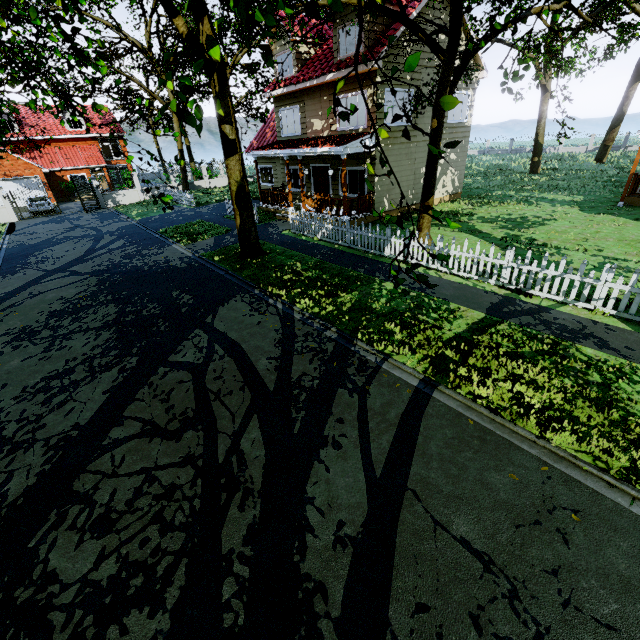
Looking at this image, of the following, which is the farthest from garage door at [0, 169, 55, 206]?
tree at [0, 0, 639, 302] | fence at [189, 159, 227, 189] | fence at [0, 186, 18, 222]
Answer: fence at [189, 159, 227, 189]

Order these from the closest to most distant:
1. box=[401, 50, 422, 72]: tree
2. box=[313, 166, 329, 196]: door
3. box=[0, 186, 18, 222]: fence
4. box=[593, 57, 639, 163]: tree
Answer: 1. box=[401, 50, 422, 72]: tree
2. box=[313, 166, 329, 196]: door
3. box=[0, 186, 18, 222]: fence
4. box=[593, 57, 639, 163]: tree

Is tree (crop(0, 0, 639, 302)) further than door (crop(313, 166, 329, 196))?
No

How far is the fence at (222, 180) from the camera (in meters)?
32.88

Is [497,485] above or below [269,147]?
below

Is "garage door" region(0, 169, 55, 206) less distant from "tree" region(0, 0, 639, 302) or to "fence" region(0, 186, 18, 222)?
"tree" region(0, 0, 639, 302)

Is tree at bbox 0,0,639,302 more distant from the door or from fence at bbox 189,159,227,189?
the door

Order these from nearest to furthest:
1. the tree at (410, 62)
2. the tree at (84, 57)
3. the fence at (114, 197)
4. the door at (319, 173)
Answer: the tree at (410, 62), the tree at (84, 57), the door at (319, 173), the fence at (114, 197)
